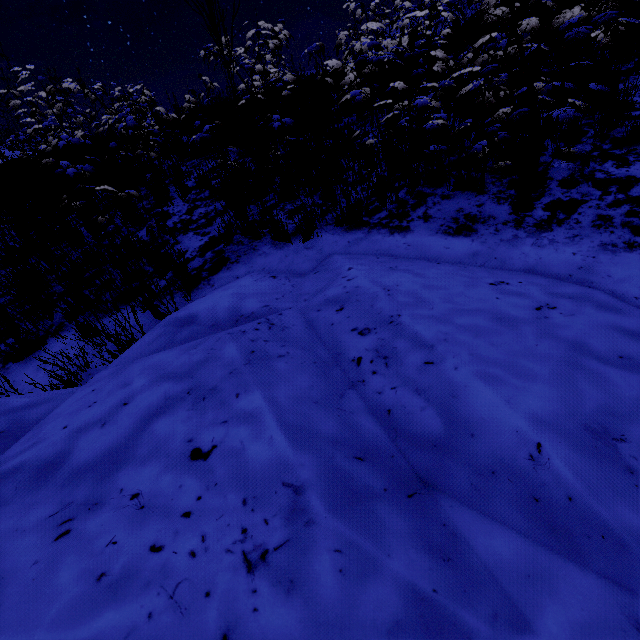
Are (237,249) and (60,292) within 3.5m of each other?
yes
